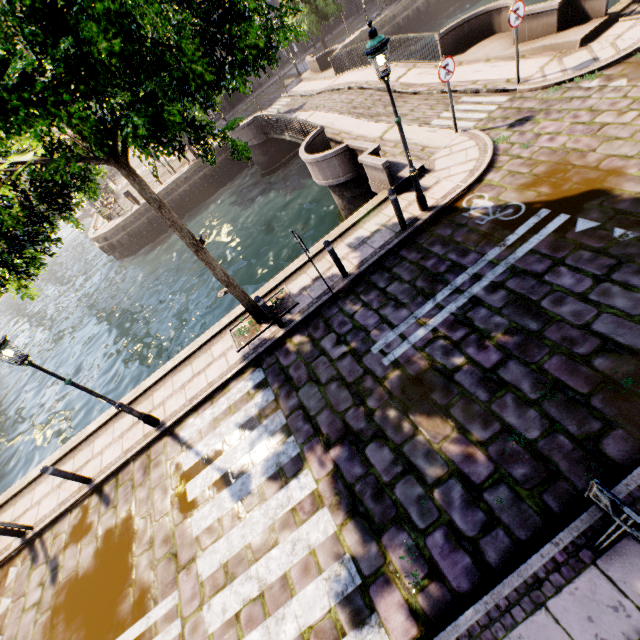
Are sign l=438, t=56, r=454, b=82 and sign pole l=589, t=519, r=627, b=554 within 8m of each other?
no

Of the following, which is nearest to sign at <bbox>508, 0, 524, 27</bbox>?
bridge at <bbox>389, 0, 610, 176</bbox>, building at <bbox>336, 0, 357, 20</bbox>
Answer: bridge at <bbox>389, 0, 610, 176</bbox>

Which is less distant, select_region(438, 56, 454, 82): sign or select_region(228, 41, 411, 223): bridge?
select_region(438, 56, 454, 82): sign

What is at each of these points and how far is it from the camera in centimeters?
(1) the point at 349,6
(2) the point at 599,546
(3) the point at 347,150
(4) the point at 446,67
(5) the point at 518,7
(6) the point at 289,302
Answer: (1) building, 3134cm
(2) sign pole, 305cm
(3) bridge, 1050cm
(4) sign, 834cm
(5) sign, 834cm
(6) tree planter, 831cm

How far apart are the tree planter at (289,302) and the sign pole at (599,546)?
6.44m

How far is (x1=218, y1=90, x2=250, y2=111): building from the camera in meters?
30.9

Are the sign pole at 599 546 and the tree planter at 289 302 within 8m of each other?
yes

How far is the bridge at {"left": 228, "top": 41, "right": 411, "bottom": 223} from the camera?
9.9m
